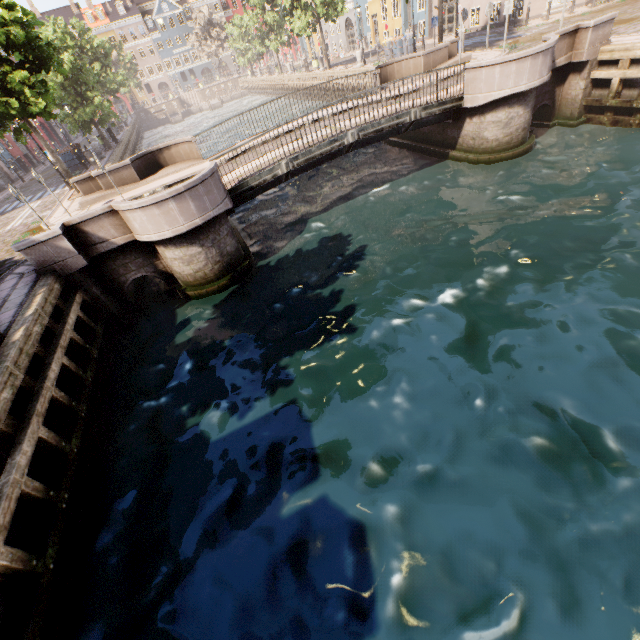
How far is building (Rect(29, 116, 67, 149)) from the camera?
39.8m

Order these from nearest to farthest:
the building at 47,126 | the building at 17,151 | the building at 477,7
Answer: the building at 477,7 → the building at 17,151 → the building at 47,126

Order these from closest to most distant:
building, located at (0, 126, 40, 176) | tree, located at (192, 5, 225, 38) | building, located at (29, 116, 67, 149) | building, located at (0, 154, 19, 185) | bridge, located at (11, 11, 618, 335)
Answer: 1. bridge, located at (11, 11, 618, 335)
2. building, located at (0, 154, 19, 185)
3. building, located at (0, 126, 40, 176)
4. building, located at (29, 116, 67, 149)
5. tree, located at (192, 5, 225, 38)

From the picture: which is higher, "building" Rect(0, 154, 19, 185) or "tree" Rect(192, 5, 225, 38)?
"tree" Rect(192, 5, 225, 38)

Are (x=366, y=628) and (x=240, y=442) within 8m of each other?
yes

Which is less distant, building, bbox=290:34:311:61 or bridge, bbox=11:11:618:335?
bridge, bbox=11:11:618:335

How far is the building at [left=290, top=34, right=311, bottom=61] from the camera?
50.59m

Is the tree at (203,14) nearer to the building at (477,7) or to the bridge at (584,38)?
the bridge at (584,38)
